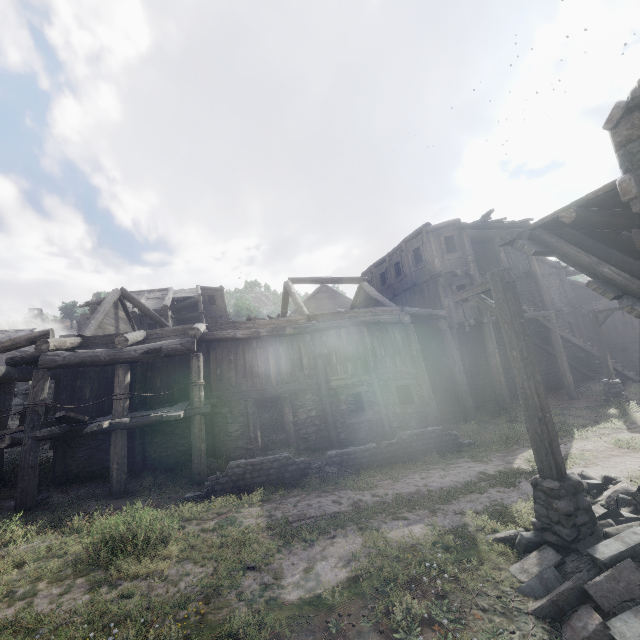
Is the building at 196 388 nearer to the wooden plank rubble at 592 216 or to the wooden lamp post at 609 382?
the wooden plank rubble at 592 216

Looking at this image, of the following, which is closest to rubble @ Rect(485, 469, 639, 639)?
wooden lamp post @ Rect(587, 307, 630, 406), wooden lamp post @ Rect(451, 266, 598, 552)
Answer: wooden lamp post @ Rect(451, 266, 598, 552)

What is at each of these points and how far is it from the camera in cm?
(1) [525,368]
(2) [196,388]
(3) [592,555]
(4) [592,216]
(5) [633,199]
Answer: (1) wooden lamp post, 537
(2) building, 1068
(3) rubble, 436
(4) wooden plank rubble, 606
(5) building, 496

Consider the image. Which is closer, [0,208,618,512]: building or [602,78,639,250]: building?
[602,78,639,250]: building

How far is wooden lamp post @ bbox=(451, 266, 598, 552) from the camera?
4.9 meters

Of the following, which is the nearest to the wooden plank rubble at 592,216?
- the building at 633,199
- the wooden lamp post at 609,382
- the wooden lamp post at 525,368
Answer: the building at 633,199

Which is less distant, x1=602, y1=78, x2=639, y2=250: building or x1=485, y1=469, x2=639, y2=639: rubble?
x1=485, y1=469, x2=639, y2=639: rubble

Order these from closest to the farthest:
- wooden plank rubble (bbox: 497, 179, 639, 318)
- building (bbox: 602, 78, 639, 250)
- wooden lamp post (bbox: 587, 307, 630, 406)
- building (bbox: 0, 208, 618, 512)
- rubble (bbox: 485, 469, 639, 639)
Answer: rubble (bbox: 485, 469, 639, 639), building (bbox: 602, 78, 639, 250), wooden plank rubble (bbox: 497, 179, 639, 318), building (bbox: 0, 208, 618, 512), wooden lamp post (bbox: 587, 307, 630, 406)
